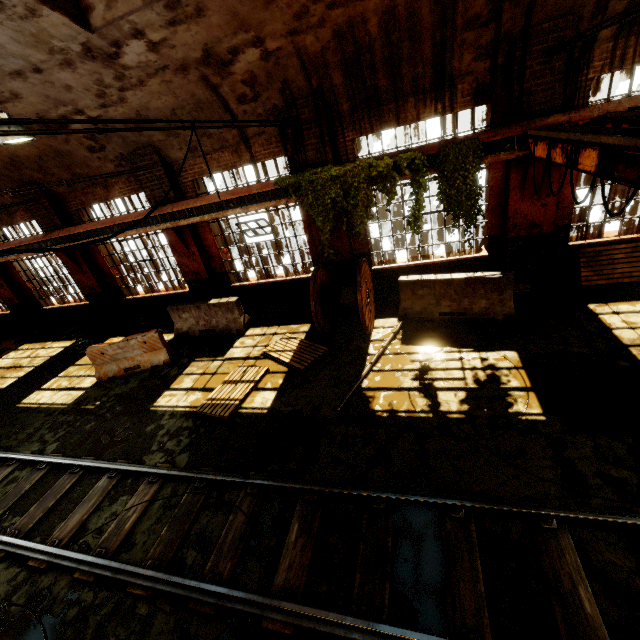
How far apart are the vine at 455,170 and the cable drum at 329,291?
2.2 meters

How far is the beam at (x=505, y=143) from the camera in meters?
6.9

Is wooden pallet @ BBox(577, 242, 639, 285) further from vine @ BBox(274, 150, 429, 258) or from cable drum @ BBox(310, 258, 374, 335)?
cable drum @ BBox(310, 258, 374, 335)

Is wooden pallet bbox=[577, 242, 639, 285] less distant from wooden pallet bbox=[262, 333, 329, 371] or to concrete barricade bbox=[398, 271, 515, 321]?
concrete barricade bbox=[398, 271, 515, 321]

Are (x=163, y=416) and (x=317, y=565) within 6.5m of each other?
yes

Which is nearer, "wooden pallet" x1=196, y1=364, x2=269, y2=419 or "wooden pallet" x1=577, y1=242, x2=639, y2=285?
"wooden pallet" x1=196, y1=364, x2=269, y2=419

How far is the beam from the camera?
6.87m

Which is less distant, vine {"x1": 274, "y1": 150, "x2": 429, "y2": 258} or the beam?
the beam
